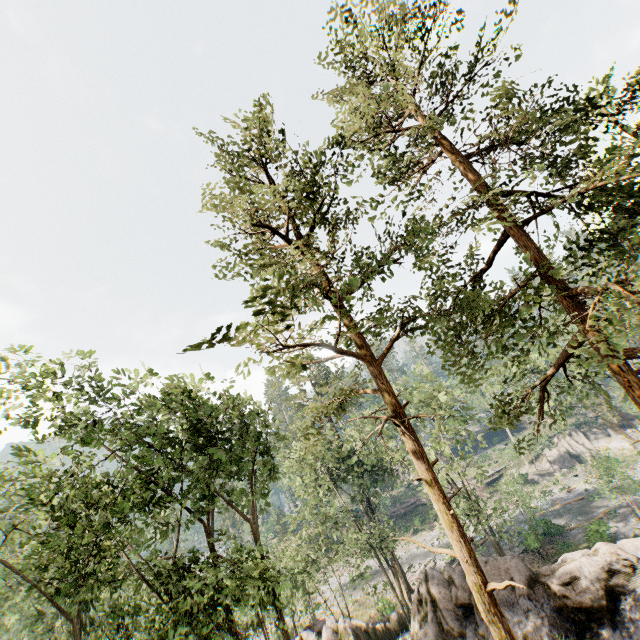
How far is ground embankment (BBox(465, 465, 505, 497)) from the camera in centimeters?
5009cm

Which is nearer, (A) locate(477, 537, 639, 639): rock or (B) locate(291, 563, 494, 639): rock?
(A) locate(477, 537, 639, 639): rock

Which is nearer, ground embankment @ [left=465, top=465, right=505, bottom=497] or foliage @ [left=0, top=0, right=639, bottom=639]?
foliage @ [left=0, top=0, right=639, bottom=639]

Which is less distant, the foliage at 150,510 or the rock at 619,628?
the foliage at 150,510

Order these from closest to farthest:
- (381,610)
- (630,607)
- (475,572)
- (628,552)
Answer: (475,572) → (630,607) → (628,552) → (381,610)

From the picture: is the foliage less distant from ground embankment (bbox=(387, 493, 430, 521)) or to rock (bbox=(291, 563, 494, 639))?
ground embankment (bbox=(387, 493, 430, 521))
